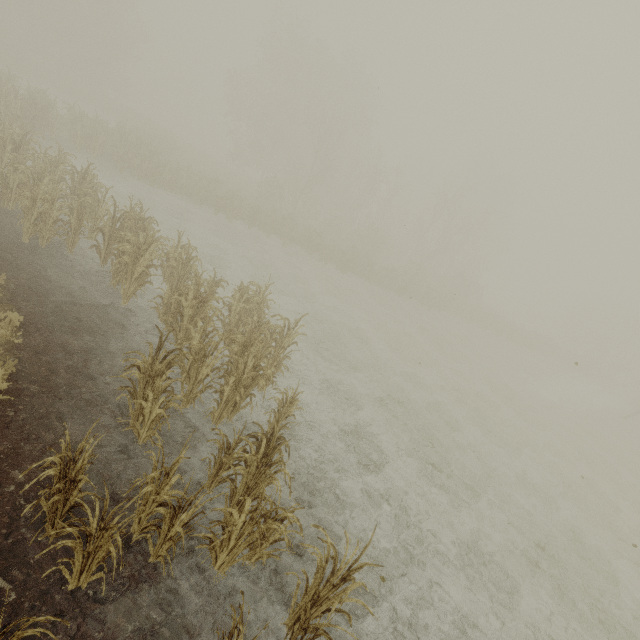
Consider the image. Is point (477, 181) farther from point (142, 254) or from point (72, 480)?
point (72, 480)
